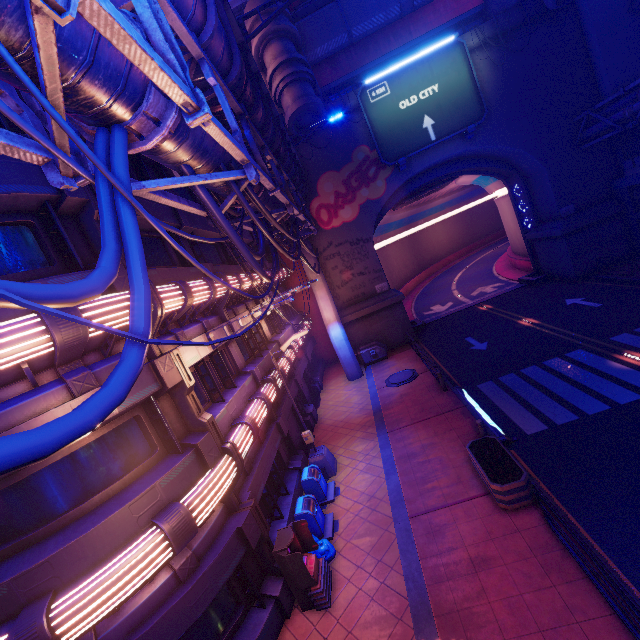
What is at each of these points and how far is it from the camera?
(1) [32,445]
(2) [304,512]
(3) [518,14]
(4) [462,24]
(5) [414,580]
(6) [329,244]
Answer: (1) cable, 1.80m
(2) trash can, 10.35m
(3) wall arch, 21.05m
(4) walkway, 23.59m
(5) beam, 8.09m
(6) wall arch, 25.03m

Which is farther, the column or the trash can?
the column

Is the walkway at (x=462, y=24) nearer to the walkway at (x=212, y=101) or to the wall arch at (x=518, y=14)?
the wall arch at (x=518, y=14)

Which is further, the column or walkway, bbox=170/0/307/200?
the column

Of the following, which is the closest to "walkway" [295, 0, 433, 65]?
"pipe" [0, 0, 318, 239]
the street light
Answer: "pipe" [0, 0, 318, 239]

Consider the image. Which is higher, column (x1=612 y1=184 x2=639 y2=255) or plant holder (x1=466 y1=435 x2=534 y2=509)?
column (x1=612 y1=184 x2=639 y2=255)

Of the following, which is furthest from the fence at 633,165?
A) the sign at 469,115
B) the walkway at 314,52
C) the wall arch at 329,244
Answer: the walkway at 314,52

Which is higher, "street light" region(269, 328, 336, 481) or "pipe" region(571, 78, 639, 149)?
"pipe" region(571, 78, 639, 149)
